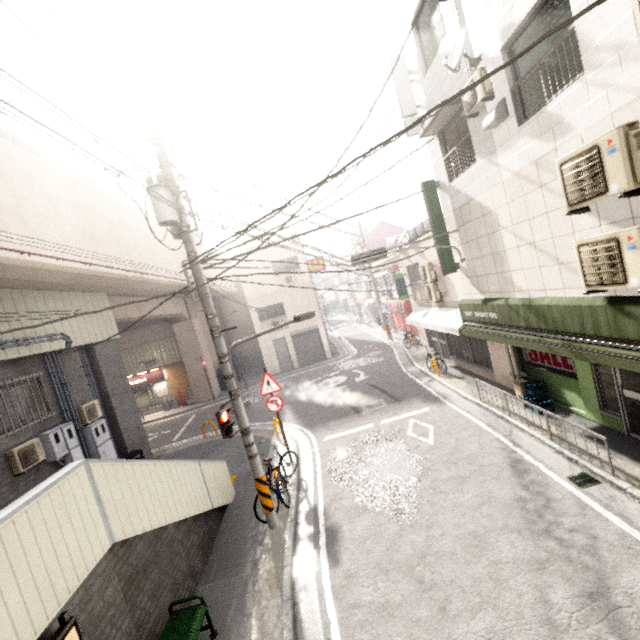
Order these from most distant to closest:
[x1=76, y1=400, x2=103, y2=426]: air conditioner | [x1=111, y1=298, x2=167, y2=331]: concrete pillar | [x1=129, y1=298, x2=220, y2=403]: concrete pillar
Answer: [x1=129, y1=298, x2=220, y2=403]: concrete pillar, [x1=111, y1=298, x2=167, y2=331]: concrete pillar, [x1=76, y1=400, x2=103, y2=426]: air conditioner

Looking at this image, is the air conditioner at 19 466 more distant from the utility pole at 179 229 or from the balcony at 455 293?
the balcony at 455 293

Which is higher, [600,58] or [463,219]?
[600,58]

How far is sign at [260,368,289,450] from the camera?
9.55m

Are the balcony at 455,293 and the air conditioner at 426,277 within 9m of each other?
yes

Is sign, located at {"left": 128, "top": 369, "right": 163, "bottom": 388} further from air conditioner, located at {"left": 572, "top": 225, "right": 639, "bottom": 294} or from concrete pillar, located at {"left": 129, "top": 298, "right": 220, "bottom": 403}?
air conditioner, located at {"left": 572, "top": 225, "right": 639, "bottom": 294}

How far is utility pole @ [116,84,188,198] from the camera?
5.94m

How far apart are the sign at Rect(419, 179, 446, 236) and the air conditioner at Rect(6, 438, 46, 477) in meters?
12.1
